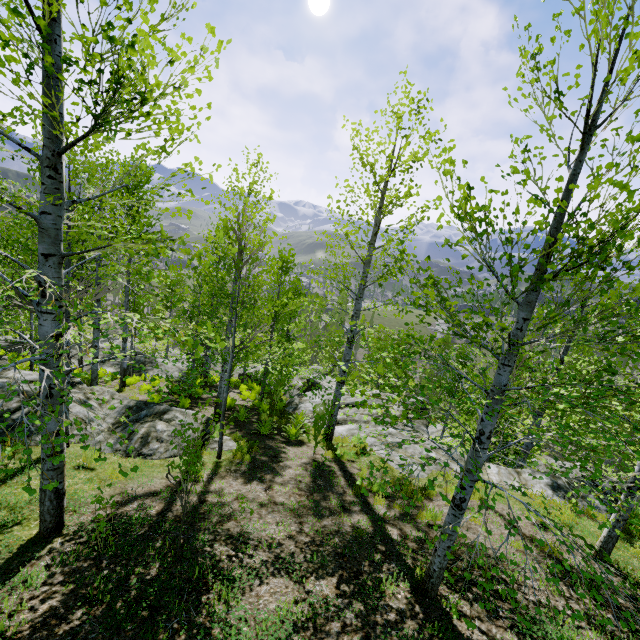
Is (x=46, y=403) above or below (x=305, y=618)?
above

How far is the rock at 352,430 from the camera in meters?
11.4 m

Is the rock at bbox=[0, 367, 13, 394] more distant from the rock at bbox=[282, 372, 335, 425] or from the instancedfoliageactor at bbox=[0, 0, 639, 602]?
the instancedfoliageactor at bbox=[0, 0, 639, 602]

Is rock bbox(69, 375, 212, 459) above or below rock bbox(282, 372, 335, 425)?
above

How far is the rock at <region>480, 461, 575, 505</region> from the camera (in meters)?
8.76

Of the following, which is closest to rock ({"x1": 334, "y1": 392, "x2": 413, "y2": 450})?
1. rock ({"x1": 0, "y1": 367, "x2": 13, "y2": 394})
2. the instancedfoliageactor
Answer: the instancedfoliageactor

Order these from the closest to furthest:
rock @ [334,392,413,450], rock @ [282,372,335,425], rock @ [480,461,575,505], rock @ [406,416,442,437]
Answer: rock @ [480,461,575,505] → rock @ [334,392,413,450] → rock @ [282,372,335,425] → rock @ [406,416,442,437]

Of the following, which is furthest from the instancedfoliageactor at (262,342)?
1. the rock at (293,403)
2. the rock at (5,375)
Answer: the rock at (5,375)
